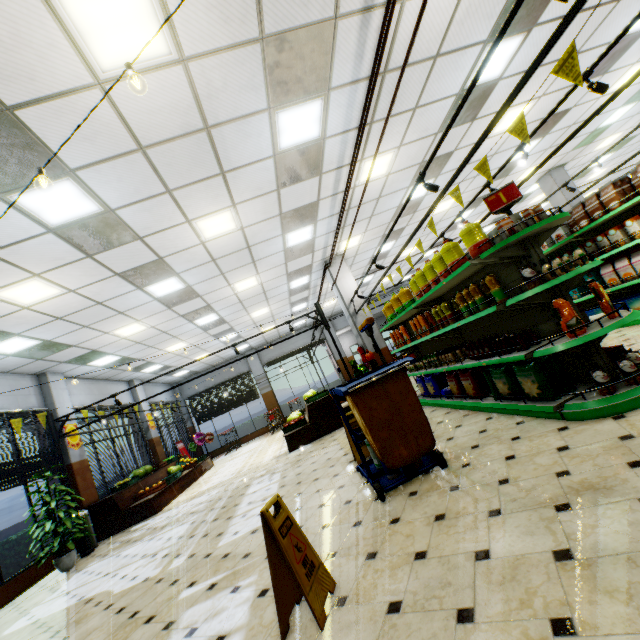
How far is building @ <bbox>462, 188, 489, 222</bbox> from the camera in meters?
11.5 m

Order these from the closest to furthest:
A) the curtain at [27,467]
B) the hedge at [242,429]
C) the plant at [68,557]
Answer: the plant at [68,557] → the curtain at [27,467] → the hedge at [242,429]

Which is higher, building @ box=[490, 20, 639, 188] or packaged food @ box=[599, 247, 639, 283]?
building @ box=[490, 20, 639, 188]

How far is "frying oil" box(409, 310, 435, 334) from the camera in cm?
576

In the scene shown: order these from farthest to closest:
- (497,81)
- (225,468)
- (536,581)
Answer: (225,468) < (497,81) < (536,581)

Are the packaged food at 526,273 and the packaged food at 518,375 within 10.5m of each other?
yes

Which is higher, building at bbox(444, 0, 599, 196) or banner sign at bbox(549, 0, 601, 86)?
building at bbox(444, 0, 599, 196)

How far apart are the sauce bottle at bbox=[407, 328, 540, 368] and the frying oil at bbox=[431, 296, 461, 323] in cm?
36
